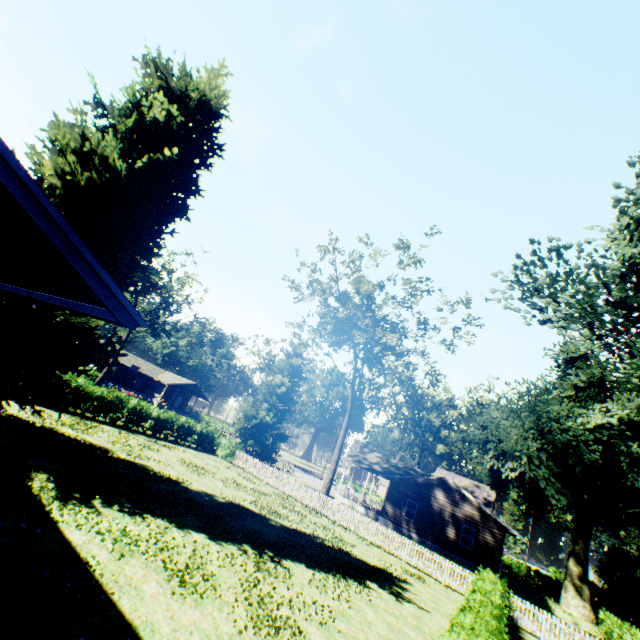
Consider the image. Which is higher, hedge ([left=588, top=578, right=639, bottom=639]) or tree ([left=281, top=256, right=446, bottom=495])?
tree ([left=281, top=256, right=446, bottom=495])

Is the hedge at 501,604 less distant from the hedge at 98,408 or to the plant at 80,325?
the hedge at 98,408

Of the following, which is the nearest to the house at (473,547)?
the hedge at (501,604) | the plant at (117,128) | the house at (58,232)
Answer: the plant at (117,128)

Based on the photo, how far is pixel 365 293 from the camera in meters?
25.8

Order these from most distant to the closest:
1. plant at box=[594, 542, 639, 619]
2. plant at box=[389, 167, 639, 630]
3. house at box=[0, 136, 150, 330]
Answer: plant at box=[594, 542, 639, 619]
plant at box=[389, 167, 639, 630]
house at box=[0, 136, 150, 330]

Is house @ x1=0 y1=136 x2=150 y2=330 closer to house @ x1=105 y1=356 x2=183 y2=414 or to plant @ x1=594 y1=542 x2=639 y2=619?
plant @ x1=594 y1=542 x2=639 y2=619

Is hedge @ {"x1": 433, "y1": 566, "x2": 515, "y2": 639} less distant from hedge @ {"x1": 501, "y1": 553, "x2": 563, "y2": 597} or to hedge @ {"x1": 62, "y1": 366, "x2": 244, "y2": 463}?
hedge @ {"x1": 62, "y1": 366, "x2": 244, "y2": 463}

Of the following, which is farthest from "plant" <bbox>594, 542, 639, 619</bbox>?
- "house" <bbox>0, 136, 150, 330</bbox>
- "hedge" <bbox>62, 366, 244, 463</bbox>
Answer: "hedge" <bbox>62, 366, 244, 463</bbox>
